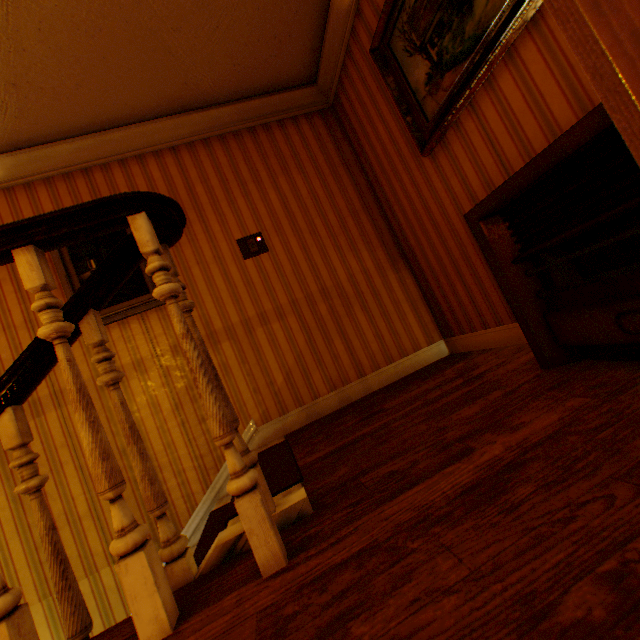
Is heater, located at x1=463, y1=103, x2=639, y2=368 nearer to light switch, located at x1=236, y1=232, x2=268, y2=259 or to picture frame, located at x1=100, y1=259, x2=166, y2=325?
light switch, located at x1=236, y1=232, x2=268, y2=259

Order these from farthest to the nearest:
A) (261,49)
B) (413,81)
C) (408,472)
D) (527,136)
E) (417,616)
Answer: (261,49) → (413,81) → (527,136) → (408,472) → (417,616)

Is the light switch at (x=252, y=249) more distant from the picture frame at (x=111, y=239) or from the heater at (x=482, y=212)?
the heater at (x=482, y=212)

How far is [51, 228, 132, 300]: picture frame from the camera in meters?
2.7

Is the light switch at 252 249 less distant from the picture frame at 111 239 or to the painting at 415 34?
the picture frame at 111 239

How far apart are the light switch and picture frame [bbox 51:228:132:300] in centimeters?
75cm

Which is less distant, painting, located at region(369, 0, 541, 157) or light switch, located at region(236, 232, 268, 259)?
painting, located at region(369, 0, 541, 157)

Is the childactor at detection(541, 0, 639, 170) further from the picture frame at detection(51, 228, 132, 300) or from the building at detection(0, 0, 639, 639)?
the picture frame at detection(51, 228, 132, 300)
